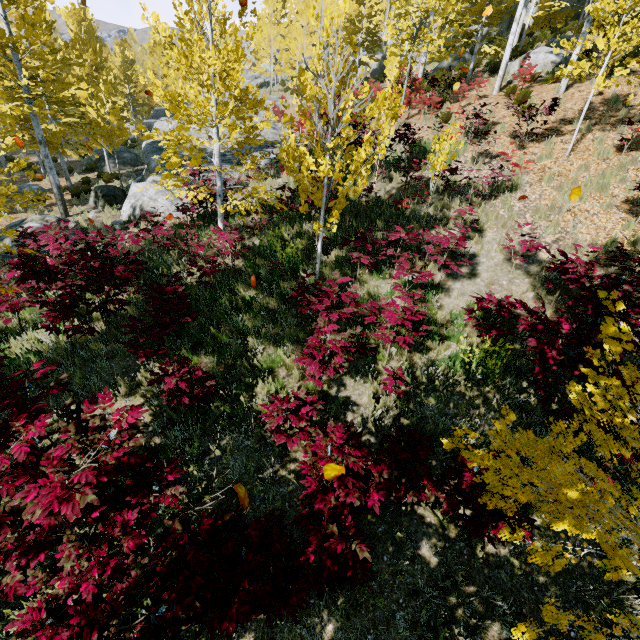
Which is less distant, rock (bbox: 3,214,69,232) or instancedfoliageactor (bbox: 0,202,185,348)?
instancedfoliageactor (bbox: 0,202,185,348)

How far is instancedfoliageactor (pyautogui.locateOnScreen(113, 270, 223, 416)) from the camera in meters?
4.7 m

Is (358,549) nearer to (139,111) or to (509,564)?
(509,564)

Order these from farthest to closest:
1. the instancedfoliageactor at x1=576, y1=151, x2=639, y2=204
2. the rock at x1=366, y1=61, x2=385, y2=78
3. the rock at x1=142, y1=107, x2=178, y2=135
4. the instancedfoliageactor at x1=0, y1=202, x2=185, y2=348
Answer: the rock at x1=366, y1=61, x2=385, y2=78 → the rock at x1=142, y1=107, x2=178, y2=135 → the instancedfoliageactor at x1=576, y1=151, x2=639, y2=204 → the instancedfoliageactor at x1=0, y1=202, x2=185, y2=348

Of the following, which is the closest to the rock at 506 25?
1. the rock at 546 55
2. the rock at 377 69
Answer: the rock at 377 69

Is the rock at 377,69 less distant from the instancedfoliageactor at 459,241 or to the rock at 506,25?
the instancedfoliageactor at 459,241

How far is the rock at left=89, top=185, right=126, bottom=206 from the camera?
14.7 meters
